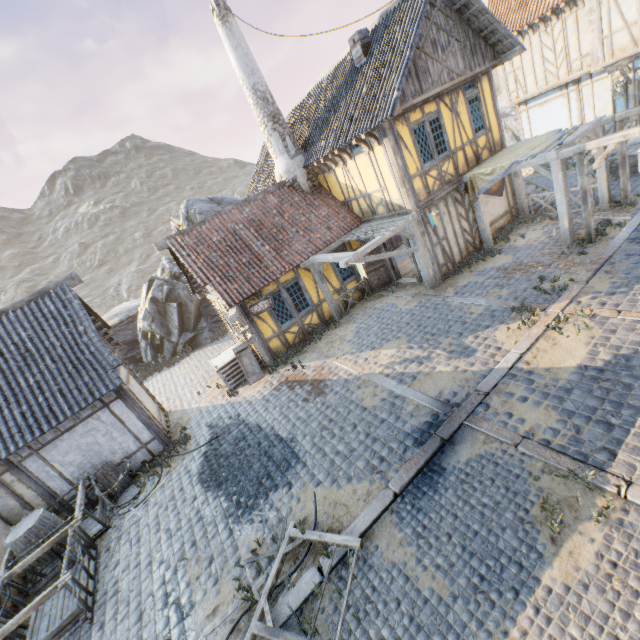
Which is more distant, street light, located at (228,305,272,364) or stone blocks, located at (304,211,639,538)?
street light, located at (228,305,272,364)

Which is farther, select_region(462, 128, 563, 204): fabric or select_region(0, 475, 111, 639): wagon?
select_region(462, 128, 563, 204): fabric

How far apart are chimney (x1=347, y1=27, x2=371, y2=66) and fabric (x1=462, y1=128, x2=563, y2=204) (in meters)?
5.24

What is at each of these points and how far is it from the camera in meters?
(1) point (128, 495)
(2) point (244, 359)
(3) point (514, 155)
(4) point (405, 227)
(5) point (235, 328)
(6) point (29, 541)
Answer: (1) barrel, 9.4 m
(2) washtub, 12.8 m
(3) fabric, 10.7 m
(4) awning, 11.3 m
(5) building, 13.7 m
(6) barrel, 7.9 m

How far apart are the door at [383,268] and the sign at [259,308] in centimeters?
410cm

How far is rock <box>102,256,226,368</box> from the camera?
18.86m

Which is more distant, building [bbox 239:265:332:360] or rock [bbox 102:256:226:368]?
rock [bbox 102:256:226:368]

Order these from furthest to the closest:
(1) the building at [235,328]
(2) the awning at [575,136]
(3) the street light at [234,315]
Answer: (1) the building at [235,328]
(3) the street light at [234,315]
(2) the awning at [575,136]
